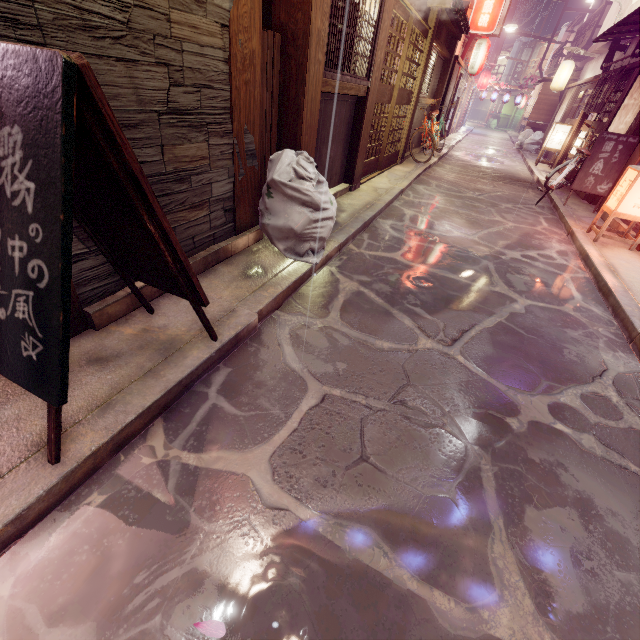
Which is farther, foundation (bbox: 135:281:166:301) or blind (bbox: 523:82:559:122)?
blind (bbox: 523:82:559:122)

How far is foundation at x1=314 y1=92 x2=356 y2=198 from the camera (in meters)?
8.05

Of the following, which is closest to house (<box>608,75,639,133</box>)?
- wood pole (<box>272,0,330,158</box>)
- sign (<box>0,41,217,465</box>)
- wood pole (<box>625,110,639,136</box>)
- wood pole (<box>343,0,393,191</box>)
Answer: wood pole (<box>625,110,639,136</box>)

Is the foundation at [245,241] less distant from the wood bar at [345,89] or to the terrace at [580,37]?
the wood bar at [345,89]

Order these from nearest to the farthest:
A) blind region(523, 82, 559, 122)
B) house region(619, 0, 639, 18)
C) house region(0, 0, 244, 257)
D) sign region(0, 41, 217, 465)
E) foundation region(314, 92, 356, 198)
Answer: sign region(0, 41, 217, 465)
house region(0, 0, 244, 257)
foundation region(314, 92, 356, 198)
house region(619, 0, 639, 18)
blind region(523, 82, 559, 122)

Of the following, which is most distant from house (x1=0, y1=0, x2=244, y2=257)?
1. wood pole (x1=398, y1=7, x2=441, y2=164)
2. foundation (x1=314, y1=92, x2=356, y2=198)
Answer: wood pole (x1=398, y1=7, x2=441, y2=164)

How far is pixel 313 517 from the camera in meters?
2.9

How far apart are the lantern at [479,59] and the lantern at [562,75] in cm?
791
